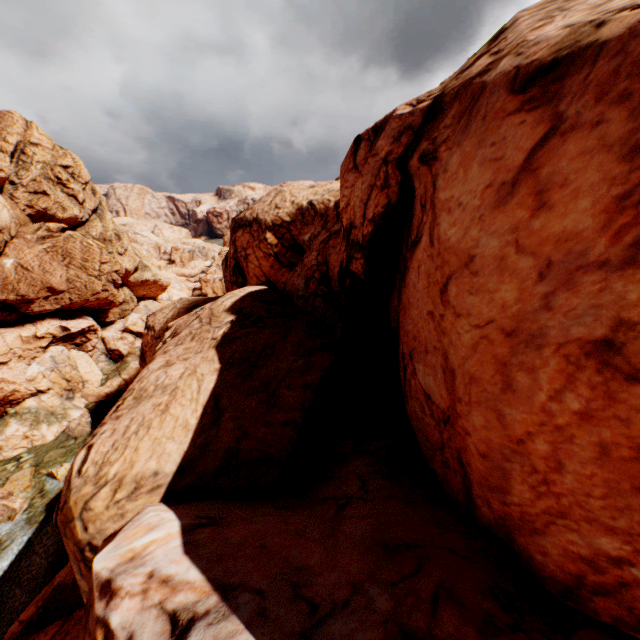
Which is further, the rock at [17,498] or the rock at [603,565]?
the rock at [17,498]

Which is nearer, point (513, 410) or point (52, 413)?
point (513, 410)

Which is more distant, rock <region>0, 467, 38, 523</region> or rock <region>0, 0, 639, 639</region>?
rock <region>0, 467, 38, 523</region>

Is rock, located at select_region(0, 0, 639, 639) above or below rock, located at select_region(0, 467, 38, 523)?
above

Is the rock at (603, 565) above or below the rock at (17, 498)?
above
